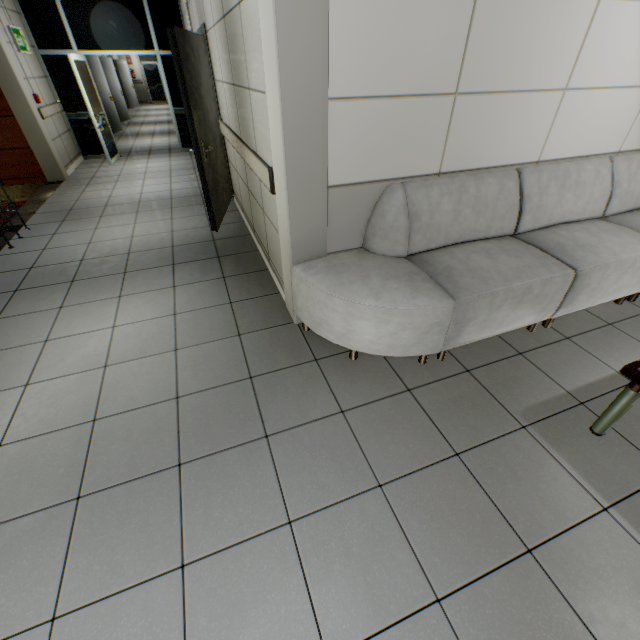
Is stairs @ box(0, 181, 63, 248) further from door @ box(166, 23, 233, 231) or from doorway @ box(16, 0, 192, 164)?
door @ box(166, 23, 233, 231)

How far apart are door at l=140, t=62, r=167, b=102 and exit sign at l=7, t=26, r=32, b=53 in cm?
1673

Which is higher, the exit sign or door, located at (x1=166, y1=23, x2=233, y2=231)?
the exit sign

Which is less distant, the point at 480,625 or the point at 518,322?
the point at 480,625

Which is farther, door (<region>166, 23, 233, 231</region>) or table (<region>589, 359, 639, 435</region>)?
door (<region>166, 23, 233, 231</region>)

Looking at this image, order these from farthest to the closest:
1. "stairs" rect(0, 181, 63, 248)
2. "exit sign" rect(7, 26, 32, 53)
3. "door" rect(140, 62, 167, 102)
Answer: "door" rect(140, 62, 167, 102)
"exit sign" rect(7, 26, 32, 53)
"stairs" rect(0, 181, 63, 248)

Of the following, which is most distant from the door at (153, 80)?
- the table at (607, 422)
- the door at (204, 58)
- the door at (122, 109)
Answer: the table at (607, 422)

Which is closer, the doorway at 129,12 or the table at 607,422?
the table at 607,422
